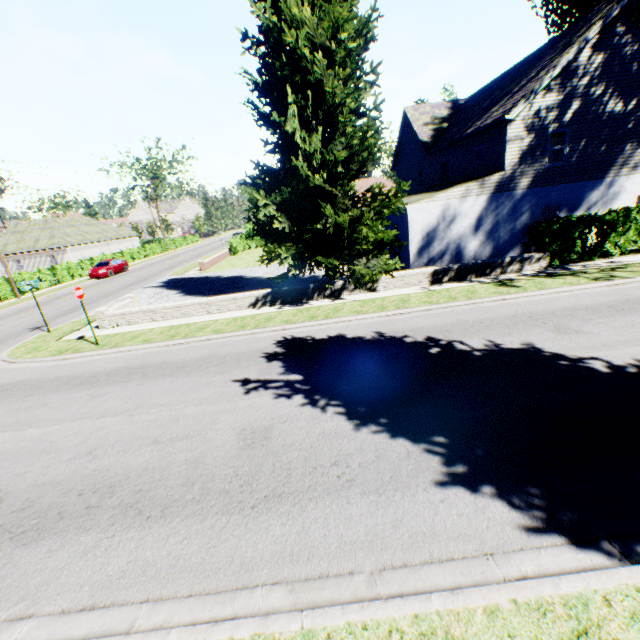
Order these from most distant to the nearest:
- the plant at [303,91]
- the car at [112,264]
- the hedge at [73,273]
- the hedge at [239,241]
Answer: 1. the hedge at [239,241]
2. the car at [112,264]
3. the hedge at [73,273]
4. the plant at [303,91]

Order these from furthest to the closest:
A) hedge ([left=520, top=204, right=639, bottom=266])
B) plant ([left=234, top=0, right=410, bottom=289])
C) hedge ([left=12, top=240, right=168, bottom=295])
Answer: hedge ([left=12, top=240, right=168, bottom=295]) → hedge ([left=520, top=204, right=639, bottom=266]) → plant ([left=234, top=0, right=410, bottom=289])

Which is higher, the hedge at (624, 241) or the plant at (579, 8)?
the plant at (579, 8)

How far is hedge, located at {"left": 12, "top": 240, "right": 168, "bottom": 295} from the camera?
28.6 meters

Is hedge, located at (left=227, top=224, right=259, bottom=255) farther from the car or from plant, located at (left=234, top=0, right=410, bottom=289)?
the car

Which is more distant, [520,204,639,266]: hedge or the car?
the car

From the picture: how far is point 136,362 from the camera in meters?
10.5 m
